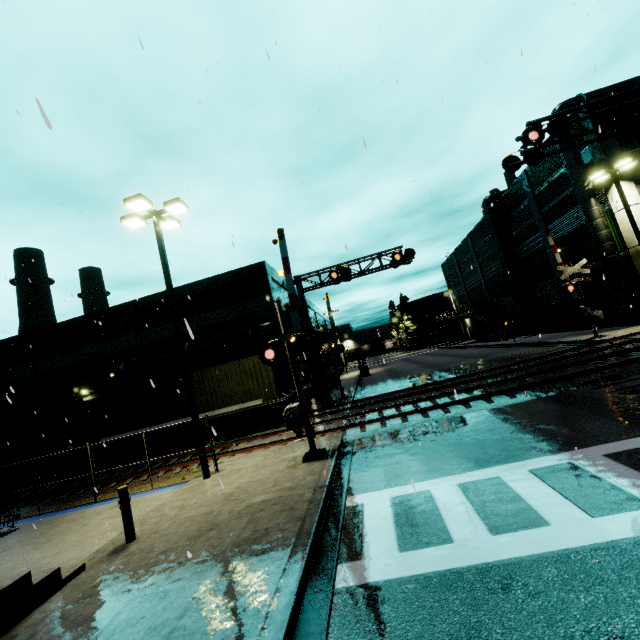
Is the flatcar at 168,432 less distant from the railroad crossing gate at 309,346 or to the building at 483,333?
the building at 483,333

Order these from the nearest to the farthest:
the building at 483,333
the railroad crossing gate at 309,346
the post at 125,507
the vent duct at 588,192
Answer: the post at 125,507 < the railroad crossing gate at 309,346 < the vent duct at 588,192 < the building at 483,333

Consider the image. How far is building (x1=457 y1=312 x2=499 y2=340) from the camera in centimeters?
4759cm

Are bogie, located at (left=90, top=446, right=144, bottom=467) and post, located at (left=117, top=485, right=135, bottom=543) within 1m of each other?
no

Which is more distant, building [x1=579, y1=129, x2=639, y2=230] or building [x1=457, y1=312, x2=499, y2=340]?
building [x1=457, y1=312, x2=499, y2=340]

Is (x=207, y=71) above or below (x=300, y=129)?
below

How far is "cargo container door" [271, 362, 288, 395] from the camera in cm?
1803

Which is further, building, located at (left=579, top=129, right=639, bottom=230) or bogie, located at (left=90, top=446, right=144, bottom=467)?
building, located at (left=579, top=129, right=639, bottom=230)
